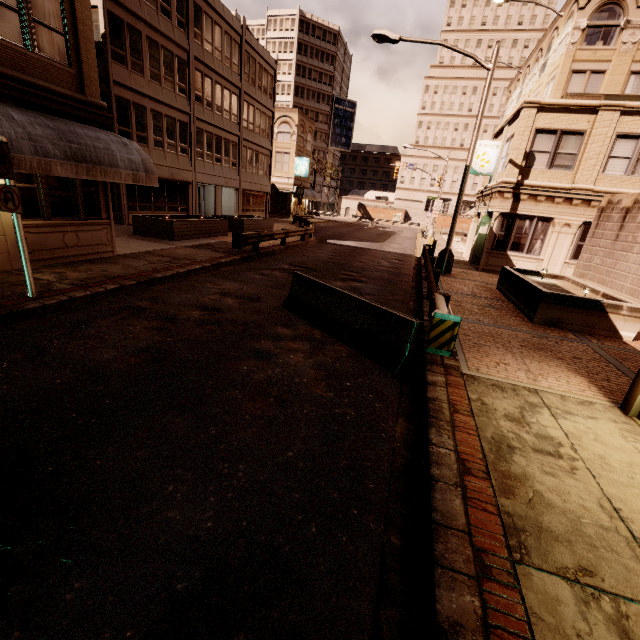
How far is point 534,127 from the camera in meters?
15.5 m

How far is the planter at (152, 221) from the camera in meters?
16.1 m

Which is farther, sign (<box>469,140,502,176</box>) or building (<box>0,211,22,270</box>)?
sign (<box>469,140,502,176</box>)

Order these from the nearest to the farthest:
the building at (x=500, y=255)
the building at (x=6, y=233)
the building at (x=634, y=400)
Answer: the building at (x=634, y=400)
the building at (x=6, y=233)
the building at (x=500, y=255)

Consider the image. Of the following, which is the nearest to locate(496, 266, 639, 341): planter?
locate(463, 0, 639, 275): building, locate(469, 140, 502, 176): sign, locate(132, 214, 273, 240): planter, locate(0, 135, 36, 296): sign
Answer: locate(463, 0, 639, 275): building

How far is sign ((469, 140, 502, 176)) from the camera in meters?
18.7 m

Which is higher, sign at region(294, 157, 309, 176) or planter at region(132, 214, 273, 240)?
sign at region(294, 157, 309, 176)

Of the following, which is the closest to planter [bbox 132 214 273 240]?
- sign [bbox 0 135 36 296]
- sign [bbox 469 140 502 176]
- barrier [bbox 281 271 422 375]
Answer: sign [bbox 0 135 36 296]
